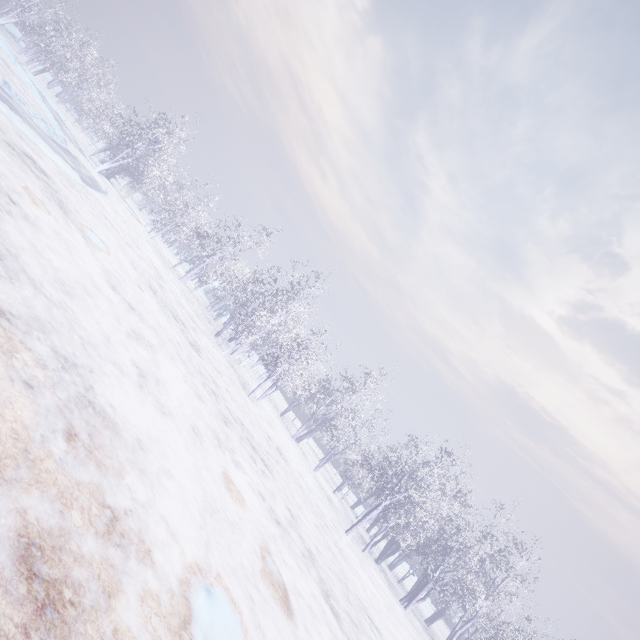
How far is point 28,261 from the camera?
4.8 meters
